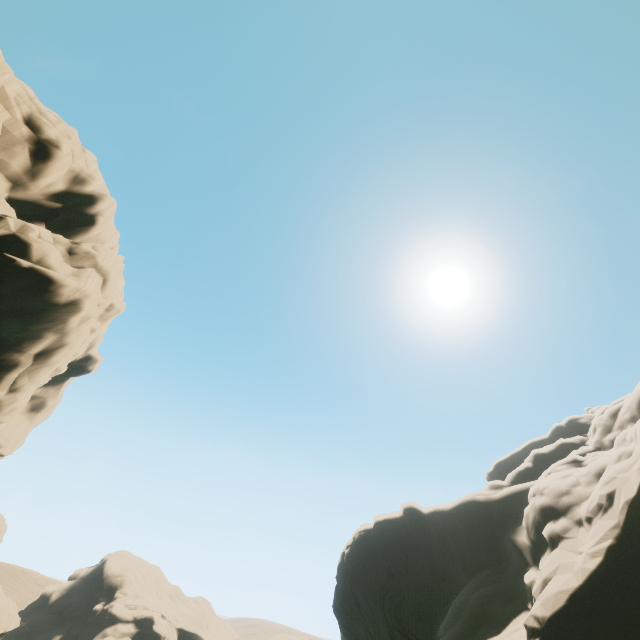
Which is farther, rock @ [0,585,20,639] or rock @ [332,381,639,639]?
rock @ [0,585,20,639]

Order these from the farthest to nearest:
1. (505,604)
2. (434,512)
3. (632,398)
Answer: (434,512)
(632,398)
(505,604)

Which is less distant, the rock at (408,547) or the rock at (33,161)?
the rock at (408,547)

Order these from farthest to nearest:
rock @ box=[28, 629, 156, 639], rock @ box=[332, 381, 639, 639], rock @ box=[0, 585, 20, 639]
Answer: rock @ box=[28, 629, 156, 639], rock @ box=[0, 585, 20, 639], rock @ box=[332, 381, 639, 639]

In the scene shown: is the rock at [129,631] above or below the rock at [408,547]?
below

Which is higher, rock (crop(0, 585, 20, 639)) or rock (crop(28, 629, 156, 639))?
rock (crop(0, 585, 20, 639))

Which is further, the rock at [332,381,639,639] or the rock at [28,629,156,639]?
the rock at [28,629,156,639]
